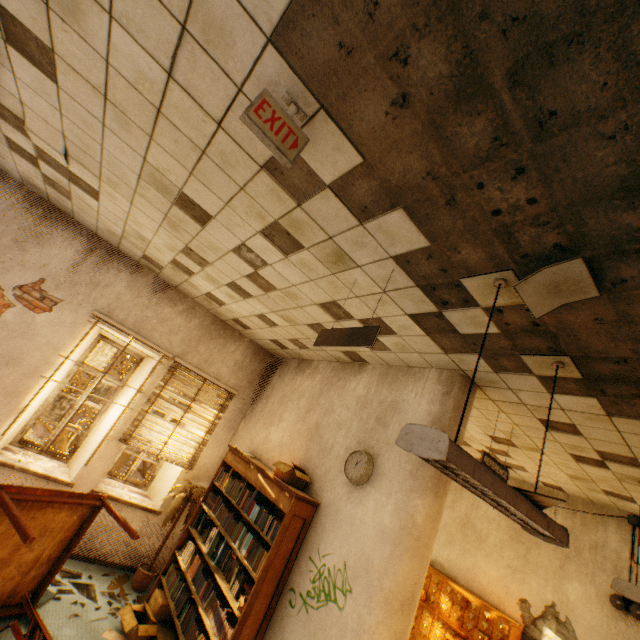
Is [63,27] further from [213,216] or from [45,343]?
[45,343]

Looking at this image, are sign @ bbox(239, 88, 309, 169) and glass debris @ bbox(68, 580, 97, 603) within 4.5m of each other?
no

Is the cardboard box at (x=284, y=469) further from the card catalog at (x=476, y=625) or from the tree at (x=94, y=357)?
the tree at (x=94, y=357)

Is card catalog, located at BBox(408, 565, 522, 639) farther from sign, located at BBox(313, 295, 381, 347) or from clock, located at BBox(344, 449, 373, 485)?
sign, located at BBox(313, 295, 381, 347)

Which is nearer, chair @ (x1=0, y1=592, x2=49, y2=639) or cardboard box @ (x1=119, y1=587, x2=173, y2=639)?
chair @ (x1=0, y1=592, x2=49, y2=639)

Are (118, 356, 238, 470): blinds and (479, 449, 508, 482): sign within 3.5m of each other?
no

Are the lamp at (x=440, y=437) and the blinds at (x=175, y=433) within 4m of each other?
no

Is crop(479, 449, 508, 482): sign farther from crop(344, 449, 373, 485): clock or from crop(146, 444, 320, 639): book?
crop(146, 444, 320, 639): book
